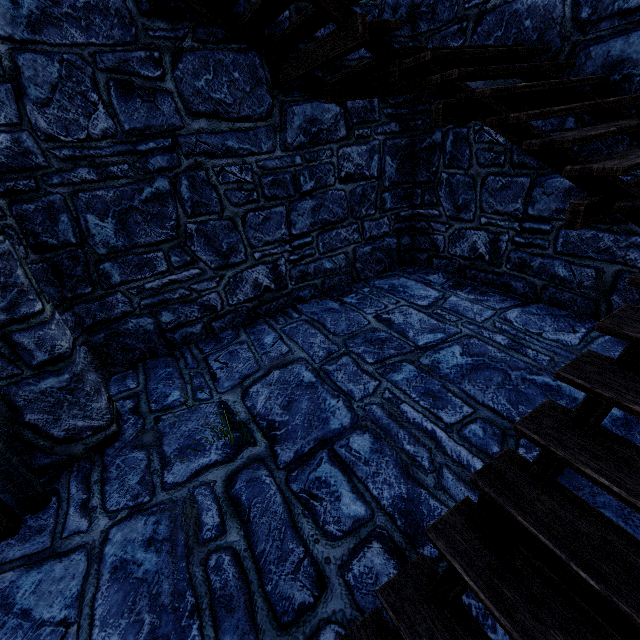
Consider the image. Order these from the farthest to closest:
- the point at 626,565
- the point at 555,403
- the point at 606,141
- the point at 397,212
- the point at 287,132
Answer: the point at 397,212 → the point at 287,132 → the point at 606,141 → the point at 555,403 → the point at 626,565
